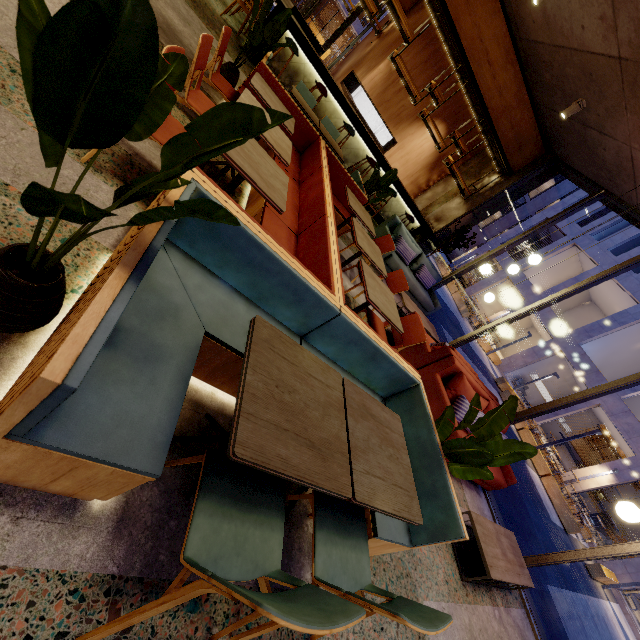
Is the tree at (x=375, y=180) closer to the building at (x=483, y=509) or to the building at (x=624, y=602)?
the building at (x=483, y=509)

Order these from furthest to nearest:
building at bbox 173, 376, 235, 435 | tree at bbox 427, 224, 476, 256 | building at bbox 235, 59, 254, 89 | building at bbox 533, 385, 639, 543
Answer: building at bbox 533, 385, 639, 543 → tree at bbox 427, 224, 476, 256 → building at bbox 235, 59, 254, 89 → building at bbox 173, 376, 235, 435

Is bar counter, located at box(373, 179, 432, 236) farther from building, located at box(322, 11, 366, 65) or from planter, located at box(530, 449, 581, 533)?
building, located at box(322, 11, 366, 65)

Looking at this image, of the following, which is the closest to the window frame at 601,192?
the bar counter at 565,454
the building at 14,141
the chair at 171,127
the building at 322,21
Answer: the building at 14,141

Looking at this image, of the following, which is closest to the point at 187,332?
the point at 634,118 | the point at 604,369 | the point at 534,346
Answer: the point at 634,118

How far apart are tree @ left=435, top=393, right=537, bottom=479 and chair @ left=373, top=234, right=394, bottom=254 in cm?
280

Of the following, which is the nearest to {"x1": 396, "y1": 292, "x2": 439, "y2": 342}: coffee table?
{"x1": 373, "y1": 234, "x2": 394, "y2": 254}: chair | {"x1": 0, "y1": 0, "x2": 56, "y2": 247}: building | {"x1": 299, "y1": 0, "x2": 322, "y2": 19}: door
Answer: {"x1": 0, "y1": 0, "x2": 56, "y2": 247}: building

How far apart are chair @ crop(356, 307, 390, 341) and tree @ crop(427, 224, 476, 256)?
5.3 meters
